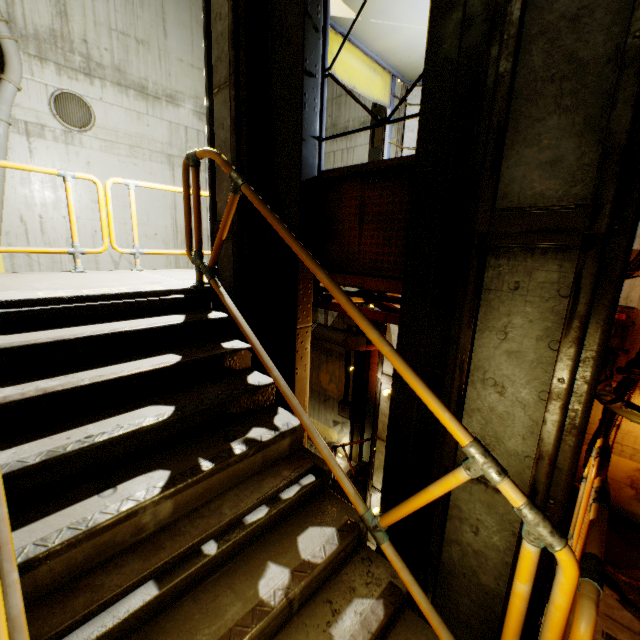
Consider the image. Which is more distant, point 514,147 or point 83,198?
point 83,198

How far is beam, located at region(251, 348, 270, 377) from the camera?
3.8m

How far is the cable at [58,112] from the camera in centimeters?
688cm

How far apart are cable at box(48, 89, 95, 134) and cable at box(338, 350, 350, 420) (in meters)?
8.71

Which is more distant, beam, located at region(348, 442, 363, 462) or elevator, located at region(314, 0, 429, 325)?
beam, located at region(348, 442, 363, 462)

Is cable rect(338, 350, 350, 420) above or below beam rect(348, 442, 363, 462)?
above

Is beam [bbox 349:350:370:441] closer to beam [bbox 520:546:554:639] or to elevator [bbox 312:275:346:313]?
elevator [bbox 312:275:346:313]

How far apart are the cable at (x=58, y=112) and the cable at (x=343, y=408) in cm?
871
